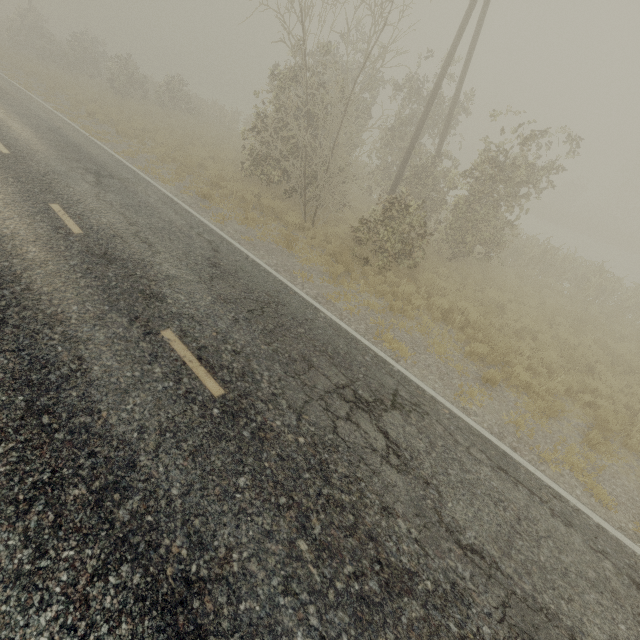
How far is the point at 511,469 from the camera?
5.54m
